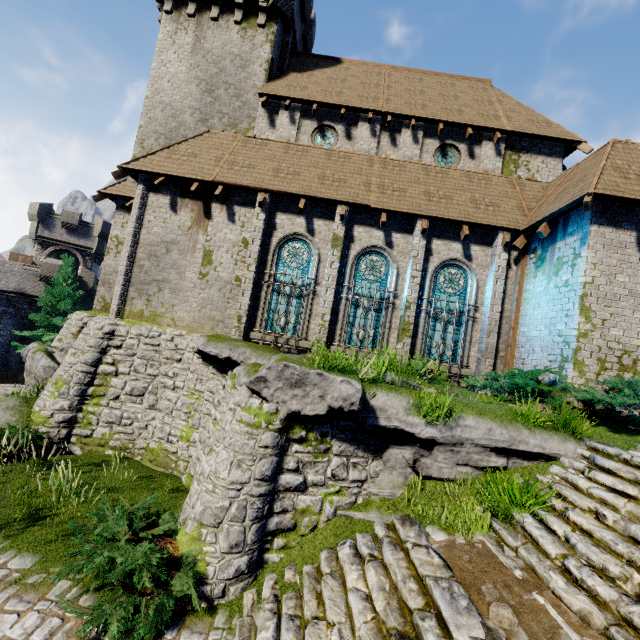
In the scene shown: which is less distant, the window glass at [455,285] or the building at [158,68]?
the building at [158,68]

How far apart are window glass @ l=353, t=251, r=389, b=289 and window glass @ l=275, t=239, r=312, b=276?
1.5 meters

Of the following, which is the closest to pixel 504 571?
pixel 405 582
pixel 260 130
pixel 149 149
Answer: pixel 405 582

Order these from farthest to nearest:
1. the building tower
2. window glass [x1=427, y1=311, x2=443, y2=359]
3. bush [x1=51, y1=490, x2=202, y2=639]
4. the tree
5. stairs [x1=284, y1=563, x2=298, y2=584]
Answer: the building tower → the tree → window glass [x1=427, y1=311, x2=443, y2=359] → stairs [x1=284, y1=563, x2=298, y2=584] → bush [x1=51, y1=490, x2=202, y2=639]

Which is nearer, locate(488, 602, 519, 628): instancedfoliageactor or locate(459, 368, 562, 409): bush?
locate(488, 602, 519, 628): instancedfoliageactor

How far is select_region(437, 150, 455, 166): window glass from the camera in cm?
1559

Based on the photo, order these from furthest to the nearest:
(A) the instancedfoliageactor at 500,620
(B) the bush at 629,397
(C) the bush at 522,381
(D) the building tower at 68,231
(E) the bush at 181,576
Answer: (D) the building tower at 68,231, (C) the bush at 522,381, (B) the bush at 629,397, (E) the bush at 181,576, (A) the instancedfoliageactor at 500,620

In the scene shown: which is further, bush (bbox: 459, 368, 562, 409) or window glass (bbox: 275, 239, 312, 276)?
window glass (bbox: 275, 239, 312, 276)
